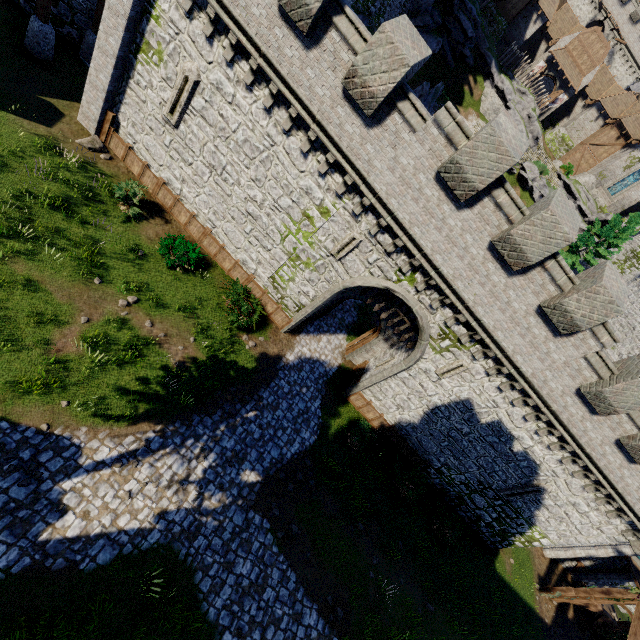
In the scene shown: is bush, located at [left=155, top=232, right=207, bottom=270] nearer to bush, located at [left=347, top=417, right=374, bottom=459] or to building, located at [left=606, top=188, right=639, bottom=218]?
bush, located at [left=347, top=417, right=374, bottom=459]

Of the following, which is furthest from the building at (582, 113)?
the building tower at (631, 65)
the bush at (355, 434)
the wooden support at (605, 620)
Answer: the wooden support at (605, 620)

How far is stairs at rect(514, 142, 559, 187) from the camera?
37.0 meters

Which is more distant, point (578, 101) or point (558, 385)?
point (578, 101)

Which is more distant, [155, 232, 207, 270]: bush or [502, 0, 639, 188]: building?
[502, 0, 639, 188]: building

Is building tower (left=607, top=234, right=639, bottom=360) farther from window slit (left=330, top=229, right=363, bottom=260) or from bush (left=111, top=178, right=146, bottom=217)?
bush (left=111, top=178, right=146, bottom=217)

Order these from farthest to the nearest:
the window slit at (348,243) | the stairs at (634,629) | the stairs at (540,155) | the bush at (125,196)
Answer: the stairs at (540,155) → the stairs at (634,629) → the bush at (125,196) → the window slit at (348,243)

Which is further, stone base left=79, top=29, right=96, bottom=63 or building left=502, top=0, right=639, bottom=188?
building left=502, top=0, right=639, bottom=188
